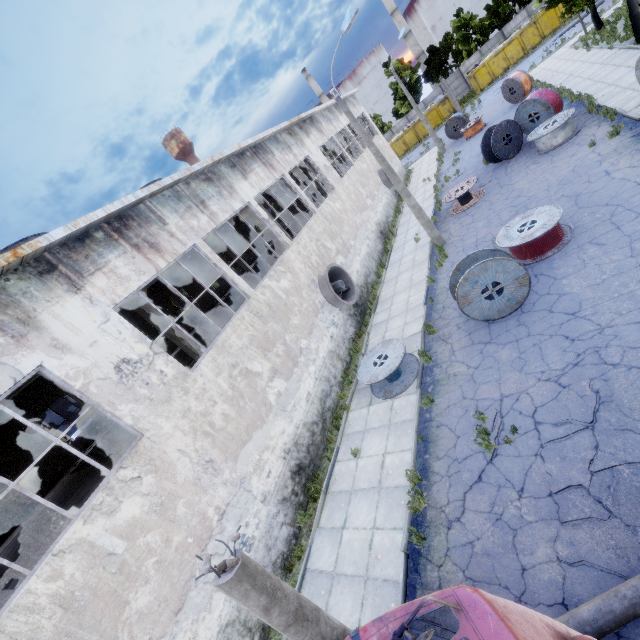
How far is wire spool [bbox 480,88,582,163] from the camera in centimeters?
1545cm

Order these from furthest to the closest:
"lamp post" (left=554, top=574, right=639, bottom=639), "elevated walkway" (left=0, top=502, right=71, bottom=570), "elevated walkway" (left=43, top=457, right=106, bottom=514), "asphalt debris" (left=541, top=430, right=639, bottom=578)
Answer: "elevated walkway" (left=43, top=457, right=106, bottom=514), "elevated walkway" (left=0, top=502, right=71, bottom=570), "asphalt debris" (left=541, top=430, right=639, bottom=578), "lamp post" (left=554, top=574, right=639, bottom=639)

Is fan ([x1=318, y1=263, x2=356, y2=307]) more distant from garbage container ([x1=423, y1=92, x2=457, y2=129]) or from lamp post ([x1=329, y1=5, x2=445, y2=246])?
garbage container ([x1=423, y1=92, x2=457, y2=129])

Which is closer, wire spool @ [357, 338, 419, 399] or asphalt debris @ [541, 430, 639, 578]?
asphalt debris @ [541, 430, 639, 578]

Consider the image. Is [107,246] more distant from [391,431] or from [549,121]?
[549,121]

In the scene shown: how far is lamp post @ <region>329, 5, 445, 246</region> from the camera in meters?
12.3 m

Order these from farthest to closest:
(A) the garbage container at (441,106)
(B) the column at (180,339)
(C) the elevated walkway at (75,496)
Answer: (A) the garbage container at (441,106), (B) the column at (180,339), (C) the elevated walkway at (75,496)

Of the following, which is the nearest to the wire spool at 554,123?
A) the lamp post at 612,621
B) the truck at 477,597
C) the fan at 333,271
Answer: the fan at 333,271
